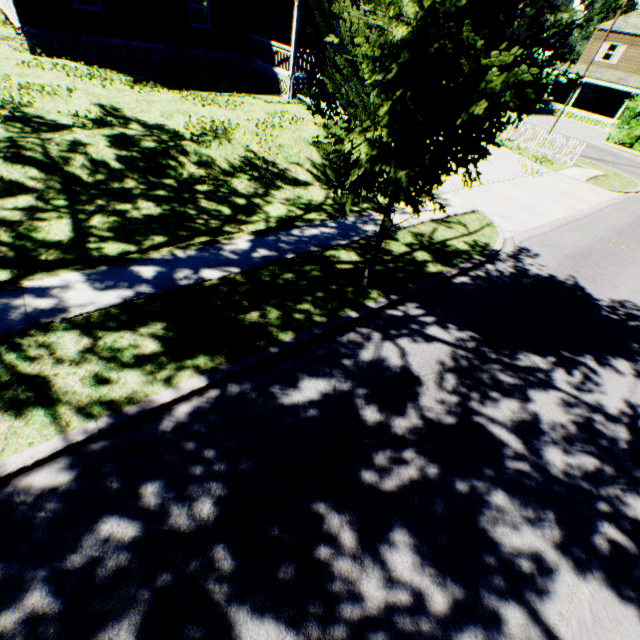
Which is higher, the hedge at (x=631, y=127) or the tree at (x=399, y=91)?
the tree at (x=399, y=91)

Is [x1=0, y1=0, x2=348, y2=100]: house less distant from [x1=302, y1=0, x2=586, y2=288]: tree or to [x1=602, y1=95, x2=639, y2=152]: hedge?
[x1=302, y1=0, x2=586, y2=288]: tree

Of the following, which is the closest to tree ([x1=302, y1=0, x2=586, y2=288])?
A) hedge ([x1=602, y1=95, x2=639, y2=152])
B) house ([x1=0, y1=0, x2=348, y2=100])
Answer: house ([x1=0, y1=0, x2=348, y2=100])

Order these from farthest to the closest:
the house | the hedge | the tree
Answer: the hedge
the house
the tree

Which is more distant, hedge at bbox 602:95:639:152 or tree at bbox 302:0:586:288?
hedge at bbox 602:95:639:152

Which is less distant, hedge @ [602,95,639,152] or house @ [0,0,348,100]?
house @ [0,0,348,100]

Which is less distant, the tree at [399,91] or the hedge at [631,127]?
the tree at [399,91]

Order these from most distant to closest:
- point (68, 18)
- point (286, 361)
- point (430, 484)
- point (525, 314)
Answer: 1. point (68, 18)
2. point (525, 314)
3. point (286, 361)
4. point (430, 484)
